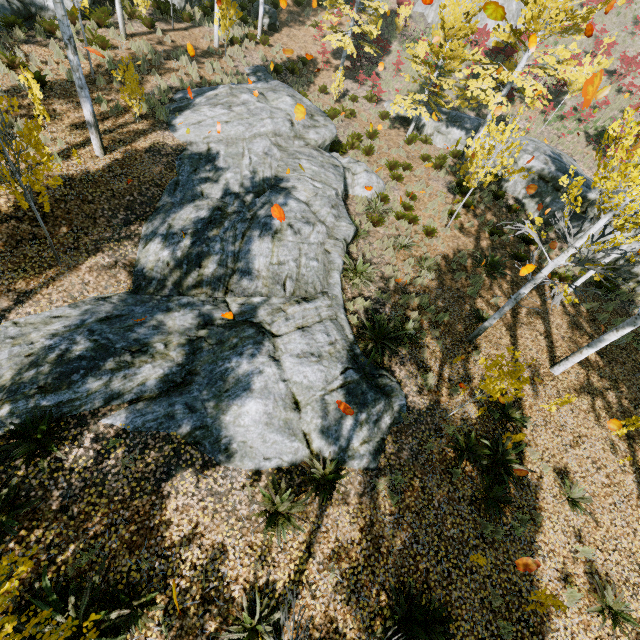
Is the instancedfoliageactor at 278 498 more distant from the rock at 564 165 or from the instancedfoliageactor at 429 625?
the instancedfoliageactor at 429 625

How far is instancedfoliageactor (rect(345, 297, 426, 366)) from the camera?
8.5 meters

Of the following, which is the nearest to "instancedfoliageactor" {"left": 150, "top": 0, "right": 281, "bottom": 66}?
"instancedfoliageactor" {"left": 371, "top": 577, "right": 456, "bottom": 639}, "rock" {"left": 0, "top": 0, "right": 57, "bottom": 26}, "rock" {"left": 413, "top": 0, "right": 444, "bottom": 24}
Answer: "rock" {"left": 0, "top": 0, "right": 57, "bottom": 26}

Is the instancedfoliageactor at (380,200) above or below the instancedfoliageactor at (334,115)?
below

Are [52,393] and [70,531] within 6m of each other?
yes

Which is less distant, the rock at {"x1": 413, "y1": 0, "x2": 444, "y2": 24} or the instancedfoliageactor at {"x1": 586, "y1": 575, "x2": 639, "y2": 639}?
the instancedfoliageactor at {"x1": 586, "y1": 575, "x2": 639, "y2": 639}

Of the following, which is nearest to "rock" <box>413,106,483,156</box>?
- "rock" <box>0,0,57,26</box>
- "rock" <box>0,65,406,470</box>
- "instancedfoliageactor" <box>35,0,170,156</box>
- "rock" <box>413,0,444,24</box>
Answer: "instancedfoliageactor" <box>35,0,170,156</box>

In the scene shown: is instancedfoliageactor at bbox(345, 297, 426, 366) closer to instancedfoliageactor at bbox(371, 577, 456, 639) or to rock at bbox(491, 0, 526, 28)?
instancedfoliageactor at bbox(371, 577, 456, 639)
